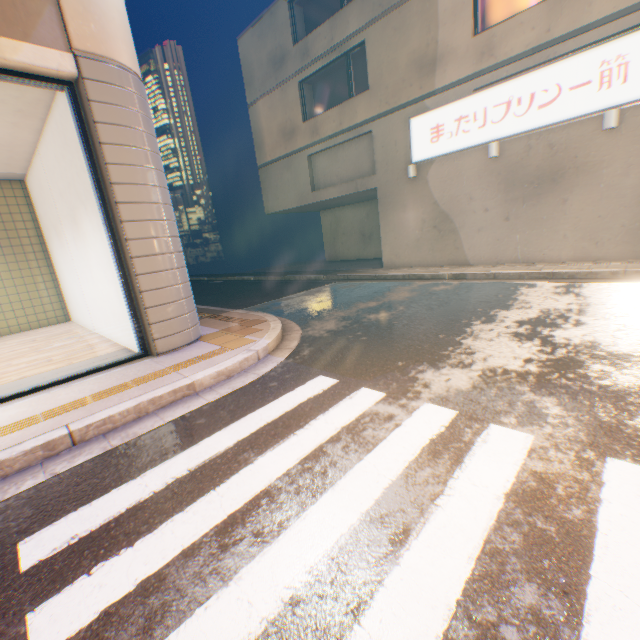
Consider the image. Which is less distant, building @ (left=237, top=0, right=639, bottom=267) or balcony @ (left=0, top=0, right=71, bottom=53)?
balcony @ (left=0, top=0, right=71, bottom=53)

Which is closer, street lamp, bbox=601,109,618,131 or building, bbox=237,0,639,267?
street lamp, bbox=601,109,618,131

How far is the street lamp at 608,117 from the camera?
7.71m

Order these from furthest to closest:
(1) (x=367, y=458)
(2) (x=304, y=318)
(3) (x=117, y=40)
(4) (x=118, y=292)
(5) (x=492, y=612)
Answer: (2) (x=304, y=318) → (4) (x=118, y=292) → (3) (x=117, y=40) → (1) (x=367, y=458) → (5) (x=492, y=612)

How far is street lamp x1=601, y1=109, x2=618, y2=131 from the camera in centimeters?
771cm

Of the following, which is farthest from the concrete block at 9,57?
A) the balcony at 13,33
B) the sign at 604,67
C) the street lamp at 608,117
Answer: the street lamp at 608,117

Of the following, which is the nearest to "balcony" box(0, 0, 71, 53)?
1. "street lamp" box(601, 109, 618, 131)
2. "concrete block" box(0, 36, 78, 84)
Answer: "concrete block" box(0, 36, 78, 84)

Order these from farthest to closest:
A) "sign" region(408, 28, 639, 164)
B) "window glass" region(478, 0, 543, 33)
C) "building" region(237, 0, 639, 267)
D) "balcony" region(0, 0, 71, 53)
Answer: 1. "window glass" region(478, 0, 543, 33)
2. "building" region(237, 0, 639, 267)
3. "sign" region(408, 28, 639, 164)
4. "balcony" region(0, 0, 71, 53)
